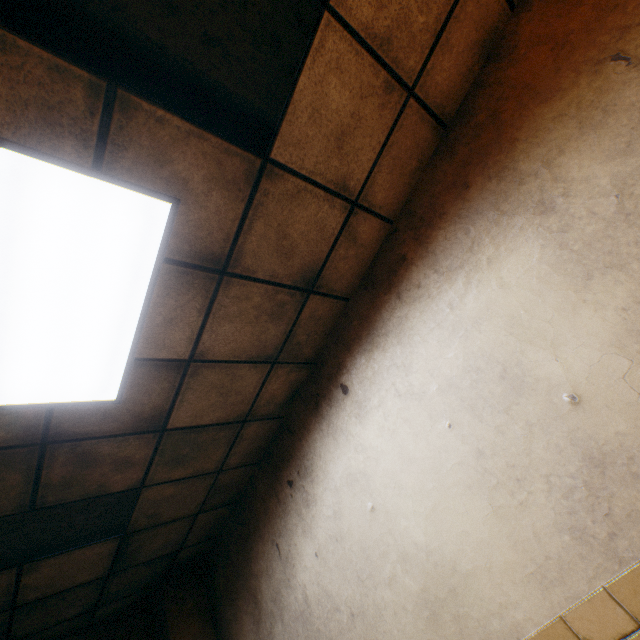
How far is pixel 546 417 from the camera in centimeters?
153cm

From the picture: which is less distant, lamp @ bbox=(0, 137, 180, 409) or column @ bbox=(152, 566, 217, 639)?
lamp @ bbox=(0, 137, 180, 409)

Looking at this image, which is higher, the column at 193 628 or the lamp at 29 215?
the lamp at 29 215

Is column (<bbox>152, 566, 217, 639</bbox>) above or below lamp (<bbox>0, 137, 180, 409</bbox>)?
below

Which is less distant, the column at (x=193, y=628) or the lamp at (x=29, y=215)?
the lamp at (x=29, y=215)
